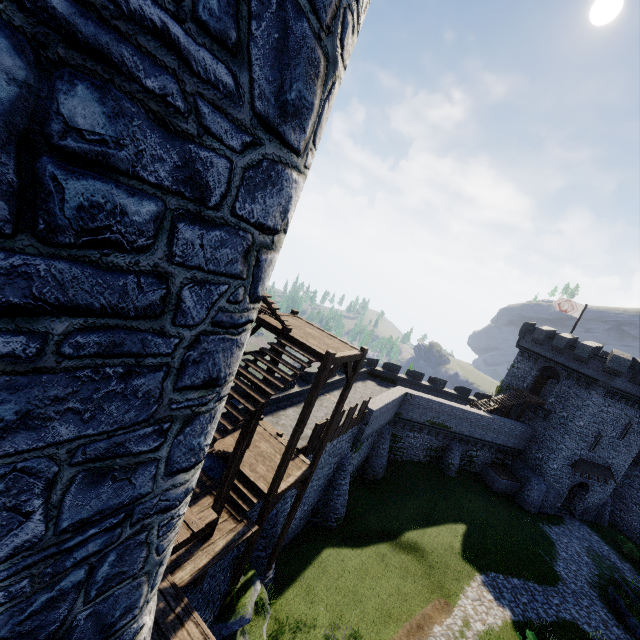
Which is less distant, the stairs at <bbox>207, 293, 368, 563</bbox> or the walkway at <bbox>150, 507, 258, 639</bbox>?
the walkway at <bbox>150, 507, 258, 639</bbox>

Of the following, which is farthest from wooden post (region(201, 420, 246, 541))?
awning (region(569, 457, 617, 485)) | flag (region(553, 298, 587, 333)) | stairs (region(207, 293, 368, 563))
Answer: flag (region(553, 298, 587, 333))

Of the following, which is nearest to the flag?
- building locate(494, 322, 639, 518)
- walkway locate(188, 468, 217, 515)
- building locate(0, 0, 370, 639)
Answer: building locate(494, 322, 639, 518)

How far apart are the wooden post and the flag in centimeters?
3728cm

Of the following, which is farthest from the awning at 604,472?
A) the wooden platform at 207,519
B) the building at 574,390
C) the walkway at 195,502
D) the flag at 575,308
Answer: the wooden platform at 207,519

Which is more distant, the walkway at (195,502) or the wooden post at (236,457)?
the walkway at (195,502)

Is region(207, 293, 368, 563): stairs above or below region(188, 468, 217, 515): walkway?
above

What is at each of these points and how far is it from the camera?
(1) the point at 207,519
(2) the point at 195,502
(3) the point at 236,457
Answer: (1) wooden platform, 6.8 meters
(2) walkway, 11.2 meters
(3) wooden post, 9.4 meters
